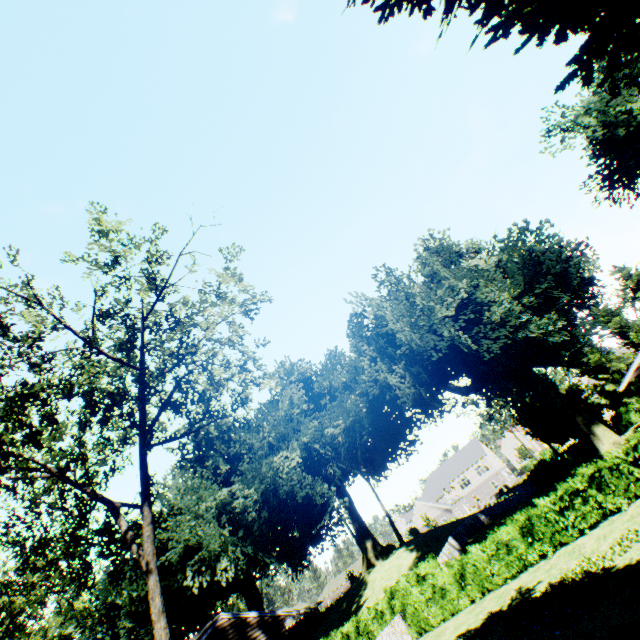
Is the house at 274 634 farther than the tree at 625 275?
No

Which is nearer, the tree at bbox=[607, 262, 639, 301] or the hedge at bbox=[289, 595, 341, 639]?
the tree at bbox=[607, 262, 639, 301]

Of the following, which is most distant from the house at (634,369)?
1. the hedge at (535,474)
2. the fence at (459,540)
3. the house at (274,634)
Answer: the house at (274,634)

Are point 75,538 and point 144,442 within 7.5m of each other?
yes

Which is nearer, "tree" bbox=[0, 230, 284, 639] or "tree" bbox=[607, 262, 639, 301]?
"tree" bbox=[0, 230, 284, 639]

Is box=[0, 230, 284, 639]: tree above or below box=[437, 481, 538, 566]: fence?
above

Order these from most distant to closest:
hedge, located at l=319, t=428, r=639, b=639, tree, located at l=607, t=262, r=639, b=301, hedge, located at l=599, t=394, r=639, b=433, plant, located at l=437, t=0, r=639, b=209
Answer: tree, located at l=607, t=262, r=639, b=301
hedge, located at l=599, t=394, r=639, b=433
hedge, located at l=319, t=428, r=639, b=639
plant, located at l=437, t=0, r=639, b=209

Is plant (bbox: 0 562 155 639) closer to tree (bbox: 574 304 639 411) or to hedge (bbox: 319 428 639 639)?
tree (bbox: 574 304 639 411)
